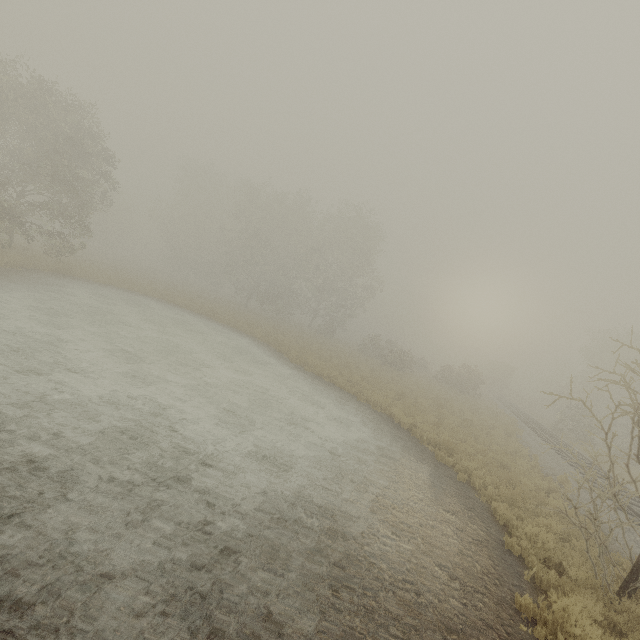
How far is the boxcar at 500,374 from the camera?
51.7m

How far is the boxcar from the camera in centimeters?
5169cm

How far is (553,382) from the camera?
53.31m
